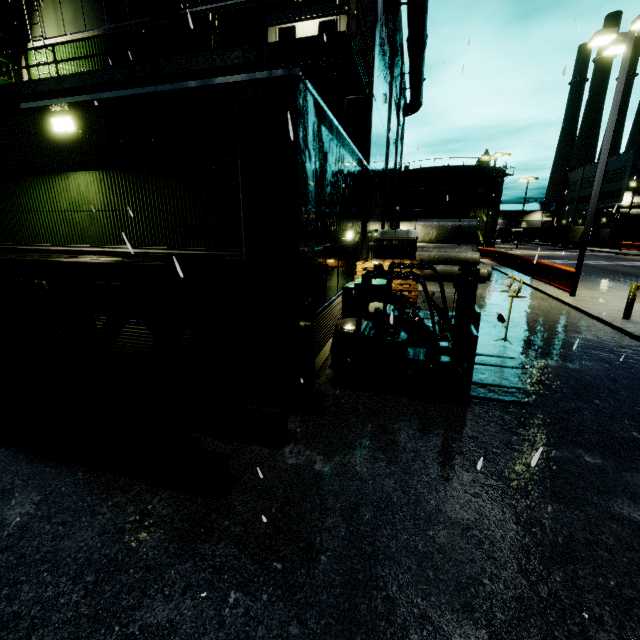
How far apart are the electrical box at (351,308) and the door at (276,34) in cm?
783

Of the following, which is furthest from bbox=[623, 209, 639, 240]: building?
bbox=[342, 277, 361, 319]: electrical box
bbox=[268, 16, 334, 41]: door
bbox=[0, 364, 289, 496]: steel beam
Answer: bbox=[0, 364, 289, 496]: steel beam

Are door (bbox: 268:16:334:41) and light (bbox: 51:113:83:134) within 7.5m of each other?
no

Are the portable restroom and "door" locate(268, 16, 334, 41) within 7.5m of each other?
yes

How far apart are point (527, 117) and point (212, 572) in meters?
13.4

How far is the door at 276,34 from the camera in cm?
1116

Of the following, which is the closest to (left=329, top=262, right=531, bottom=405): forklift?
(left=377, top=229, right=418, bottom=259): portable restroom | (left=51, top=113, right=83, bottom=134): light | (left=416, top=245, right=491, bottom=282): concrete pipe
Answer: (left=377, top=229, right=418, bottom=259): portable restroom

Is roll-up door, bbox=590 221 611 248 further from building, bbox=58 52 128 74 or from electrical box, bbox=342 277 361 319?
electrical box, bbox=342 277 361 319
